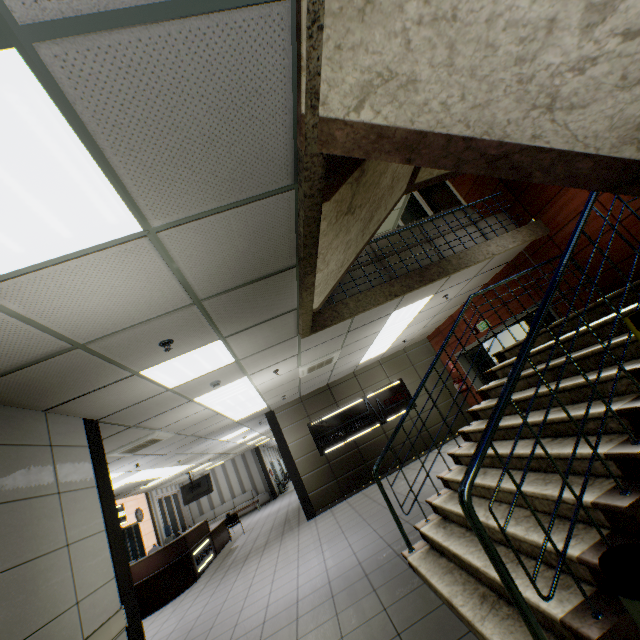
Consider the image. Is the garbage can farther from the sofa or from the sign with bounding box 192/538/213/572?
the sofa

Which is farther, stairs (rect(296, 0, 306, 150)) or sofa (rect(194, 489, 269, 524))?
sofa (rect(194, 489, 269, 524))

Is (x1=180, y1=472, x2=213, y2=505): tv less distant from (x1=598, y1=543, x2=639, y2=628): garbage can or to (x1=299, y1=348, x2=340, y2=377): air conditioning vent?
(x1=299, y1=348, x2=340, y2=377): air conditioning vent

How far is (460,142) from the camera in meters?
1.7

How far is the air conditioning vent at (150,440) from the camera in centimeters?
604cm

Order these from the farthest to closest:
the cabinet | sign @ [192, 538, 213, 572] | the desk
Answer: the cabinet
sign @ [192, 538, 213, 572]
the desk

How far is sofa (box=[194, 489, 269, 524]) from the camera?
18.80m

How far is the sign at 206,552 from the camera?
Answer: 9.1 meters
